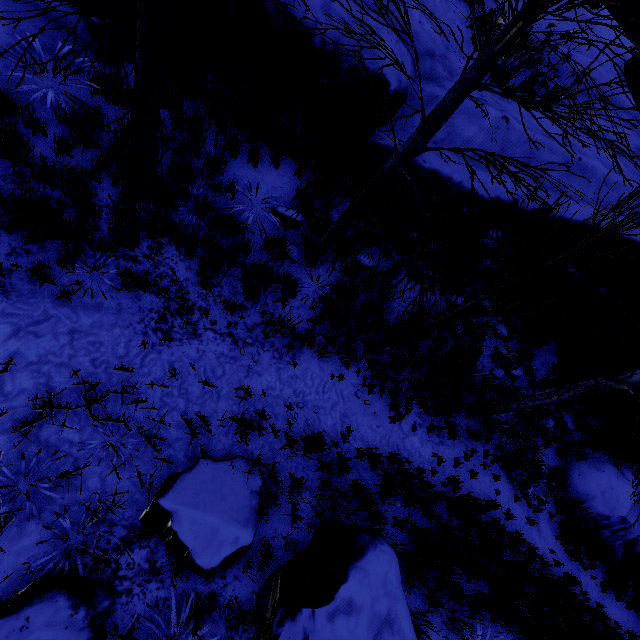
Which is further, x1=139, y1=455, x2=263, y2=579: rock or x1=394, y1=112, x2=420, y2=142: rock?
x1=394, y1=112, x2=420, y2=142: rock

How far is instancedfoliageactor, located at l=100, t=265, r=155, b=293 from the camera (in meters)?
4.63

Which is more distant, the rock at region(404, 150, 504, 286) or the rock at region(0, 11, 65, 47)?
the rock at region(404, 150, 504, 286)

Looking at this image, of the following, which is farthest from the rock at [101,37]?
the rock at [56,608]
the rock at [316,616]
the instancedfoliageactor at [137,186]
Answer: the rock at [316,616]

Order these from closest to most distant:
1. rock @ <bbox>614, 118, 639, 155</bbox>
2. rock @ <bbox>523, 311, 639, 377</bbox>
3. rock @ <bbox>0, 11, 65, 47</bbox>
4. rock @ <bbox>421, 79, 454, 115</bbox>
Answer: rock @ <bbox>0, 11, 65, 47</bbox> < rock @ <bbox>421, 79, 454, 115</bbox> < rock @ <bbox>523, 311, 639, 377</bbox> < rock @ <bbox>614, 118, 639, 155</bbox>

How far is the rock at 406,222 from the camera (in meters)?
5.98

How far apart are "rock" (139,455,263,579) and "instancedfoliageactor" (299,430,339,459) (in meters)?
0.33

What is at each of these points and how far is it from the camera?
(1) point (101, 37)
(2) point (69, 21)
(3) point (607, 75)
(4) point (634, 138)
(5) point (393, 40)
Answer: (1) rock, 5.01m
(2) rock, 4.80m
(3) rock, 8.92m
(4) rock, 8.47m
(5) rock, 5.30m
